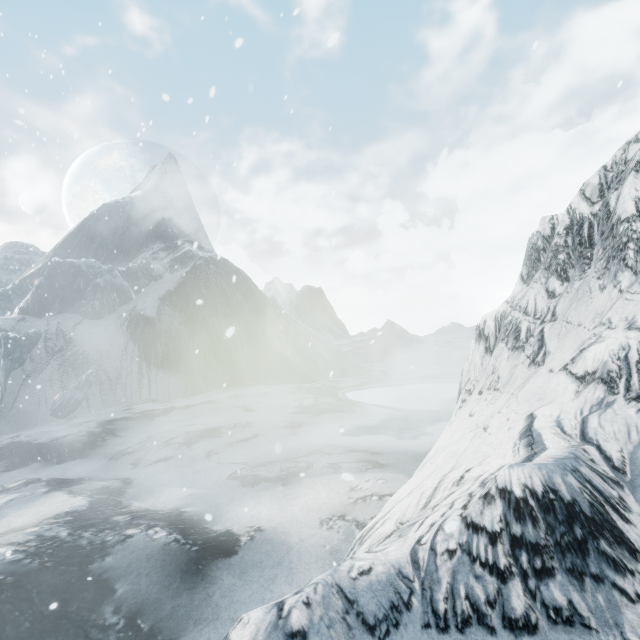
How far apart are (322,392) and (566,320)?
12.18m
